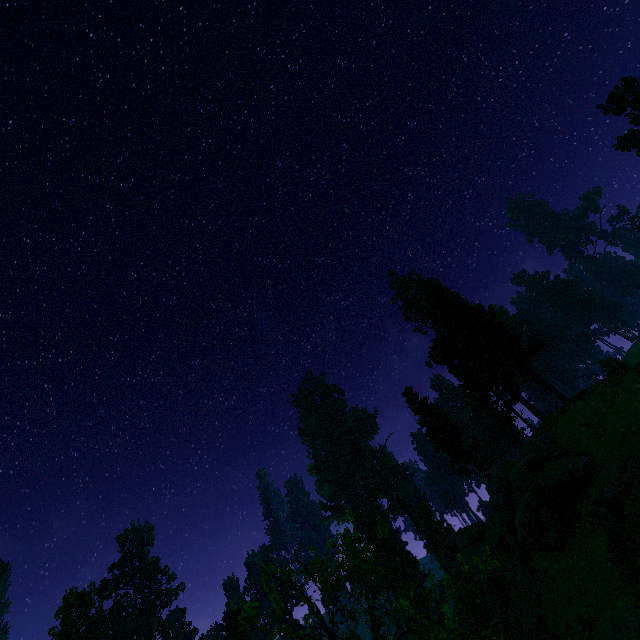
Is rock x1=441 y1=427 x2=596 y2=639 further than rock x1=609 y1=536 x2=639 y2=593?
Yes

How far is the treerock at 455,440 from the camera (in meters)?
36.31

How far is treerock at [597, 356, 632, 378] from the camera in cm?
2053

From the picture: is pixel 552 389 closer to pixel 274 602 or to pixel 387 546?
pixel 274 602

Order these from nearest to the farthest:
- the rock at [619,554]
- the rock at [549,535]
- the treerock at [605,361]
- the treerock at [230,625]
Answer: the treerock at [230,625]
the rock at [619,554]
the rock at [549,535]
the treerock at [605,361]

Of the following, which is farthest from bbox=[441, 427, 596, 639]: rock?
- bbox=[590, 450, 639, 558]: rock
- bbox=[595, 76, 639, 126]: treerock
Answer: bbox=[595, 76, 639, 126]: treerock
